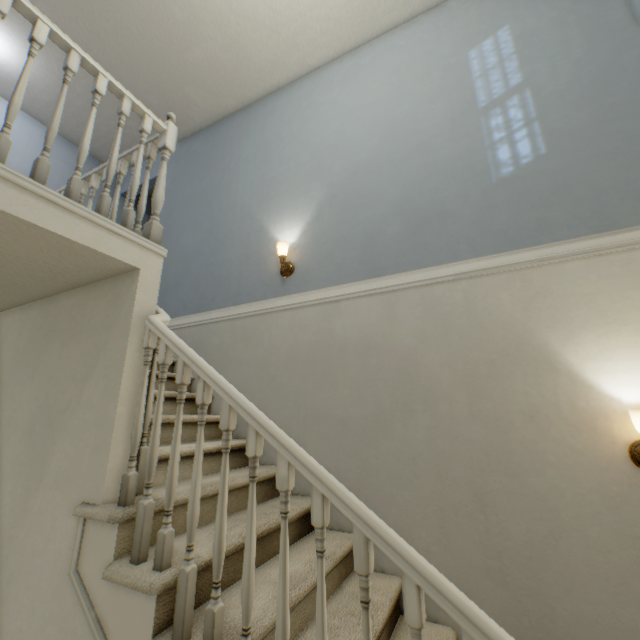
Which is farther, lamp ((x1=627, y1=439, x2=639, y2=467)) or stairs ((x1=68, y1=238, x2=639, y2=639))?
lamp ((x1=627, y1=439, x2=639, y2=467))

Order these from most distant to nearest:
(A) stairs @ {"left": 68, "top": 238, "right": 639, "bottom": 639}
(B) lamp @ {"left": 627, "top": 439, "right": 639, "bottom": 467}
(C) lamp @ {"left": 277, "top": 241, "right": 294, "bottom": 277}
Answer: (C) lamp @ {"left": 277, "top": 241, "right": 294, "bottom": 277} < (B) lamp @ {"left": 627, "top": 439, "right": 639, "bottom": 467} < (A) stairs @ {"left": 68, "top": 238, "right": 639, "bottom": 639}

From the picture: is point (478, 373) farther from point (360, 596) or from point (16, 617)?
point (16, 617)

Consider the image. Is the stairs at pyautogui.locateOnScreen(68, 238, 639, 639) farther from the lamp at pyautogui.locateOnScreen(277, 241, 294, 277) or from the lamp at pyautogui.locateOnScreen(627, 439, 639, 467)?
the lamp at pyautogui.locateOnScreen(627, 439, 639, 467)

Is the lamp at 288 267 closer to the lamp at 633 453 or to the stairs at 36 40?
the stairs at 36 40

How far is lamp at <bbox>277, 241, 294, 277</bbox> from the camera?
2.7m

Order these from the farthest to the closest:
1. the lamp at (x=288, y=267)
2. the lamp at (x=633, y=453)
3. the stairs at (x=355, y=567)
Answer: the lamp at (x=288, y=267)
the lamp at (x=633, y=453)
the stairs at (x=355, y=567)
